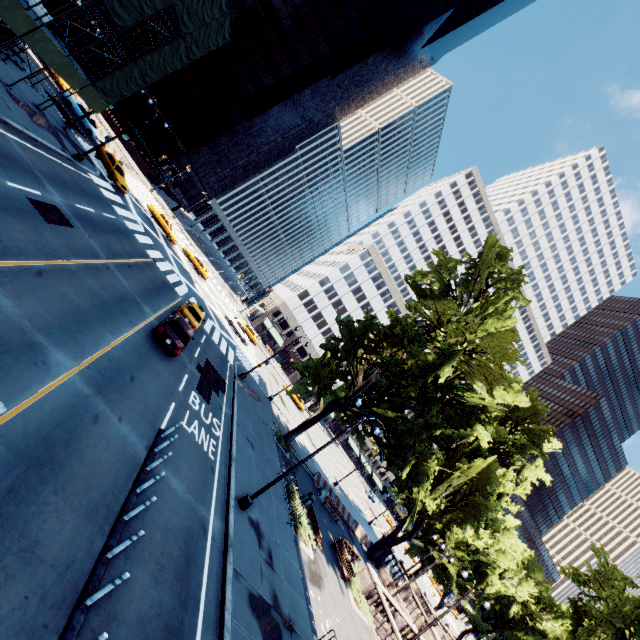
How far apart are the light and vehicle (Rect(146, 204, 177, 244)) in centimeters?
3404cm

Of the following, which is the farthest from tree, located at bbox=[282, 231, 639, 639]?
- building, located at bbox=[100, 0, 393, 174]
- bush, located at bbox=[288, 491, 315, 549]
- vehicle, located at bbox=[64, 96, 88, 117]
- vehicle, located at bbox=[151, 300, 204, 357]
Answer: building, located at bbox=[100, 0, 393, 174]

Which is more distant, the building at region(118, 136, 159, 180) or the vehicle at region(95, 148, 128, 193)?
the building at region(118, 136, 159, 180)

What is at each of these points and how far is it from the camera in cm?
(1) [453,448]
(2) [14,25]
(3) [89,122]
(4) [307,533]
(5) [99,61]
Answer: (1) tree, 3772
(2) scaffolding, 1658
(3) vehicle, 3319
(4) bush, 1948
(5) building, 5109

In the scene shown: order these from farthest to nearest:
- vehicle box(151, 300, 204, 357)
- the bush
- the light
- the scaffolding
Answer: the bush → the scaffolding → vehicle box(151, 300, 204, 357) → the light

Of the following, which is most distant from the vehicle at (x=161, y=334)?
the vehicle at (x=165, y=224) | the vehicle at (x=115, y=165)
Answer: the vehicle at (x=165, y=224)

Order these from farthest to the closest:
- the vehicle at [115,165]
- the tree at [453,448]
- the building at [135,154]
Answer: the building at [135,154]
the vehicle at [115,165]
the tree at [453,448]

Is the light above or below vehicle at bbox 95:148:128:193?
below
